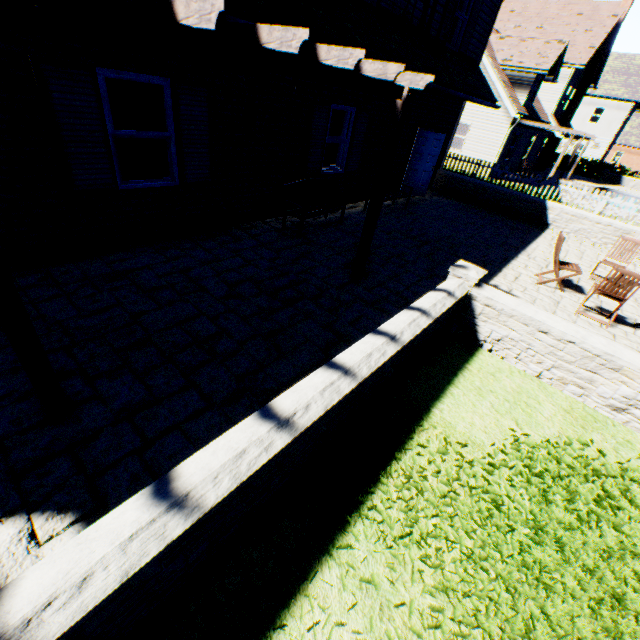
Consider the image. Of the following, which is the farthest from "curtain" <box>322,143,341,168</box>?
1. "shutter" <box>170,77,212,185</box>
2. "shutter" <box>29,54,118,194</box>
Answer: "shutter" <box>29,54,118,194</box>

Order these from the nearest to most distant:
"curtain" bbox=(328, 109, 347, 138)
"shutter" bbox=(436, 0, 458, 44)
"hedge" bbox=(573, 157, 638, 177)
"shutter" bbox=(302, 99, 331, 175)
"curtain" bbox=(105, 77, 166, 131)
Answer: "curtain" bbox=(105, 77, 166, 131)
"shutter" bbox=(302, 99, 331, 175)
"curtain" bbox=(328, 109, 347, 138)
"shutter" bbox=(436, 0, 458, 44)
"hedge" bbox=(573, 157, 638, 177)

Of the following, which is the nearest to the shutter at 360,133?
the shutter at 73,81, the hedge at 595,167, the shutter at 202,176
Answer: the shutter at 202,176

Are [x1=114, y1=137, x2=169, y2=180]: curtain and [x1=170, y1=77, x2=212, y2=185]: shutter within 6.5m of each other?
yes

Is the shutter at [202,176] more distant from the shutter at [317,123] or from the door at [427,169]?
the door at [427,169]

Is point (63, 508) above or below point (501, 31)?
below

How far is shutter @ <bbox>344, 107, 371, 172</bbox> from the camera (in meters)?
8.56

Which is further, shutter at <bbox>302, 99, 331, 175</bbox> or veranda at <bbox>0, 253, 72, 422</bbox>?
shutter at <bbox>302, 99, 331, 175</bbox>
